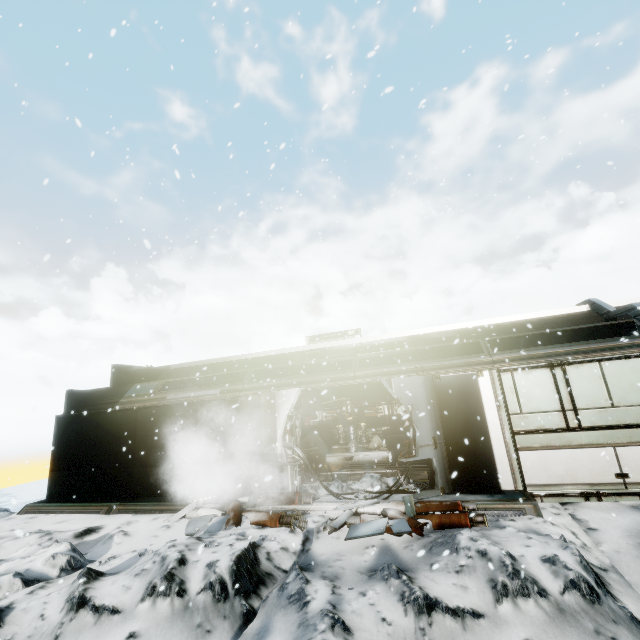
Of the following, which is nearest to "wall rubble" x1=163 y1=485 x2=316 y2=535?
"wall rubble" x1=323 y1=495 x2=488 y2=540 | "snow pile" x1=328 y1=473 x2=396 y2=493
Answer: "snow pile" x1=328 y1=473 x2=396 y2=493

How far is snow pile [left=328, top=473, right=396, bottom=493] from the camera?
8.2m

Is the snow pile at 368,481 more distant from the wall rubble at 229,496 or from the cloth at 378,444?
the cloth at 378,444

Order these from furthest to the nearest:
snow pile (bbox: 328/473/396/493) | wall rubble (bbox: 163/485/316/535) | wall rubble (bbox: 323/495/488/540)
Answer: snow pile (bbox: 328/473/396/493)
wall rubble (bbox: 163/485/316/535)
wall rubble (bbox: 323/495/488/540)

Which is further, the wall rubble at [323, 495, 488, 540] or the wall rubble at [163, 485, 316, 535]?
the wall rubble at [163, 485, 316, 535]

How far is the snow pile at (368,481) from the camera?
8.25m

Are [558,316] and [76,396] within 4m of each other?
→ no

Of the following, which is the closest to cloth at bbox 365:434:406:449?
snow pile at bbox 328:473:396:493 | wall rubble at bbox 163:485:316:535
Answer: snow pile at bbox 328:473:396:493
